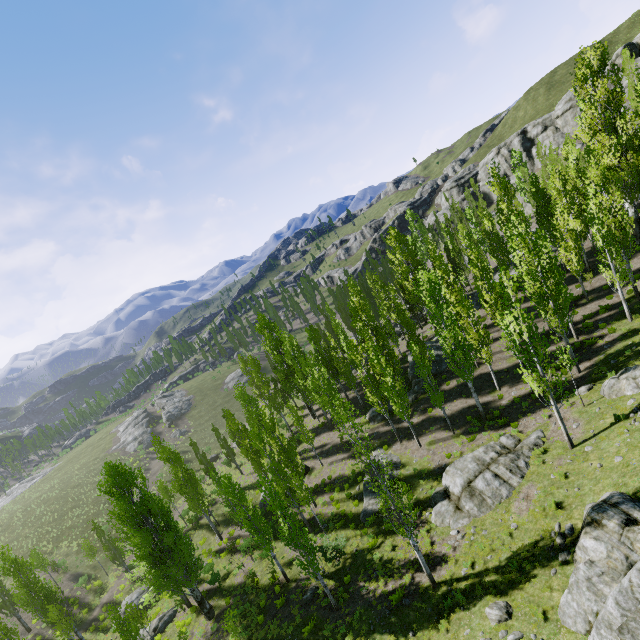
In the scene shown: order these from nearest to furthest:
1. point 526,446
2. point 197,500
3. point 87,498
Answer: point 526,446, point 197,500, point 87,498

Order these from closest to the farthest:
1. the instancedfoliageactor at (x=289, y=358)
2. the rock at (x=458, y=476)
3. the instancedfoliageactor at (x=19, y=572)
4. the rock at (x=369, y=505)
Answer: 1. the rock at (x=458, y=476)
2. the instancedfoliageactor at (x=289, y=358)
3. the rock at (x=369, y=505)
4. the instancedfoliageactor at (x=19, y=572)

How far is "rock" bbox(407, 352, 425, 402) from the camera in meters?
32.2

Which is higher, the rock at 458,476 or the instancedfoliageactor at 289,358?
the instancedfoliageactor at 289,358

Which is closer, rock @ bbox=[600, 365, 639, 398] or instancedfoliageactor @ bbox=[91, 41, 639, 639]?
rock @ bbox=[600, 365, 639, 398]

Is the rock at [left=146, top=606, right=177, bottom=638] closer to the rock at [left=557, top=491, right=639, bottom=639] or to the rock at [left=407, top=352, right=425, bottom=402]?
the rock at [left=557, top=491, right=639, bottom=639]

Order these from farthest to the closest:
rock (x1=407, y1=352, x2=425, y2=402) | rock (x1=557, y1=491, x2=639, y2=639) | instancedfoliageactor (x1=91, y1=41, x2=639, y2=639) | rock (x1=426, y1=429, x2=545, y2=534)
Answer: rock (x1=407, y1=352, x2=425, y2=402) → instancedfoliageactor (x1=91, y1=41, x2=639, y2=639) → rock (x1=426, y1=429, x2=545, y2=534) → rock (x1=557, y1=491, x2=639, y2=639)
